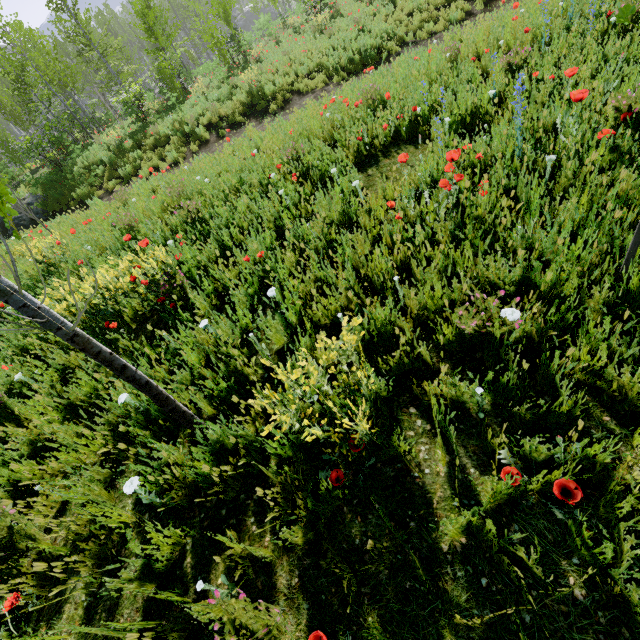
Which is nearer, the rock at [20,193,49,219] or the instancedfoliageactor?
the instancedfoliageactor

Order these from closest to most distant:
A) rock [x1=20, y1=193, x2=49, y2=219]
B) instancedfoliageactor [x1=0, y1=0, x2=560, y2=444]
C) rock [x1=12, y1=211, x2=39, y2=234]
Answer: instancedfoliageactor [x1=0, y1=0, x2=560, y2=444], rock [x1=12, y1=211, x2=39, y2=234], rock [x1=20, y1=193, x2=49, y2=219]

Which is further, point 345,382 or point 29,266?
point 29,266

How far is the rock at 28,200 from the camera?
13.0 meters

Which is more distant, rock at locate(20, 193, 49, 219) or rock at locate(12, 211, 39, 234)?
rock at locate(20, 193, 49, 219)

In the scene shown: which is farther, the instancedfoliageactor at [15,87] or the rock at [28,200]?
the rock at [28,200]

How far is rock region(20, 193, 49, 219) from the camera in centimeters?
1296cm
